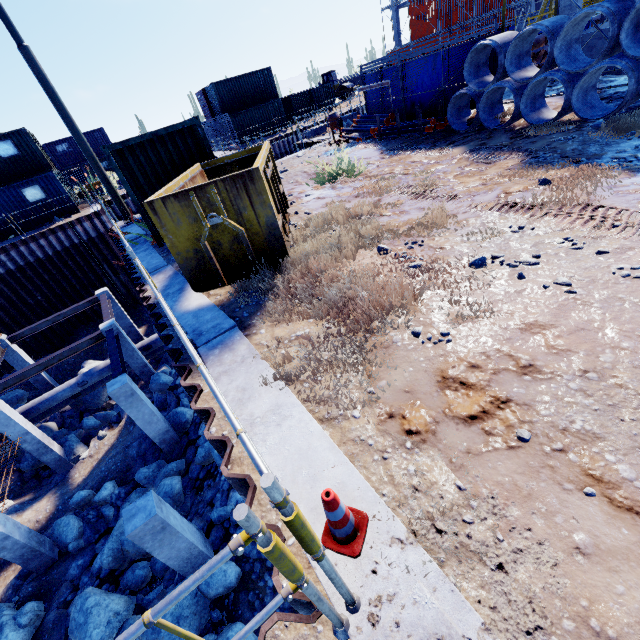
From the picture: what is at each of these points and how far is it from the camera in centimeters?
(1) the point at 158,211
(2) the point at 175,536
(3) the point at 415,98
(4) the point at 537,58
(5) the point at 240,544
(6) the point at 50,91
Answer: (1) dumpster, 495cm
(2) concrete column, 658cm
(3) fence, 1305cm
(4) pipe, 1265cm
(5) scaffolding, 100cm
(6) floodlight pole, 1055cm

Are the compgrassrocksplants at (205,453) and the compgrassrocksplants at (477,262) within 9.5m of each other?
yes

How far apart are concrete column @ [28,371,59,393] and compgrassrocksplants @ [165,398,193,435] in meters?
10.0

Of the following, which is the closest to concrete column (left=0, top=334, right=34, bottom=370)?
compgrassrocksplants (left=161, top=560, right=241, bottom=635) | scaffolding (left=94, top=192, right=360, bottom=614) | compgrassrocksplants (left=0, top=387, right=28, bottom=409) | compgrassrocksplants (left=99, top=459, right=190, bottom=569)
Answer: compgrassrocksplants (left=0, top=387, right=28, bottom=409)

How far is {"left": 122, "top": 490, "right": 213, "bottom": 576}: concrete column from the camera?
6.1m

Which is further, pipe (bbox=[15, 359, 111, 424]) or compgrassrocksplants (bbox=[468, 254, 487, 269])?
pipe (bbox=[15, 359, 111, 424])

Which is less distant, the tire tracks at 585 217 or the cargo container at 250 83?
the tire tracks at 585 217

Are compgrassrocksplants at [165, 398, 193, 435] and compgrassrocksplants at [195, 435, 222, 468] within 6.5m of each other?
yes
